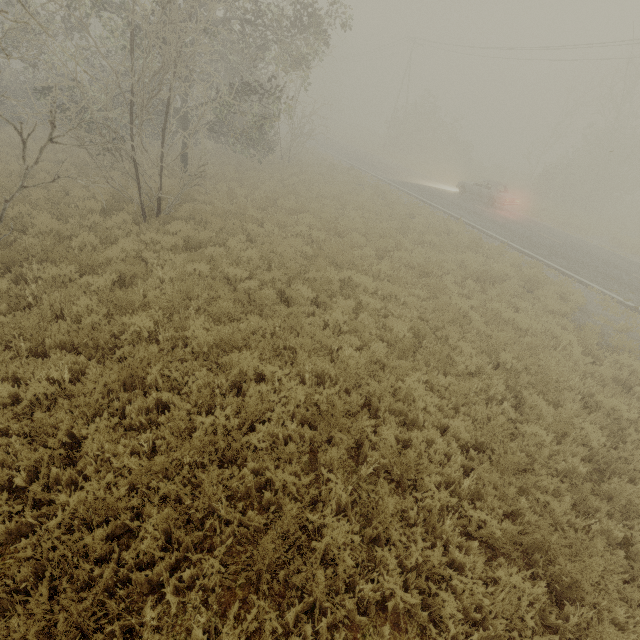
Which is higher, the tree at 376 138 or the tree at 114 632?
the tree at 376 138

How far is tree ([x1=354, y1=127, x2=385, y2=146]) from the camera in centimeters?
5145cm

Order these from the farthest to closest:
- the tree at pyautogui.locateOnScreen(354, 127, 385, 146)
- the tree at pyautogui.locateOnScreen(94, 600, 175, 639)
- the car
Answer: the tree at pyautogui.locateOnScreen(354, 127, 385, 146)
the car
the tree at pyautogui.locateOnScreen(94, 600, 175, 639)

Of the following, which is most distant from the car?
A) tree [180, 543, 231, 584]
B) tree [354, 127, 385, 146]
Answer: tree [180, 543, 231, 584]

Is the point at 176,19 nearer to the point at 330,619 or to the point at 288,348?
the point at 288,348

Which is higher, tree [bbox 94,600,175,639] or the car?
the car

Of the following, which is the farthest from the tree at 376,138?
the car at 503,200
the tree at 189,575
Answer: the tree at 189,575
